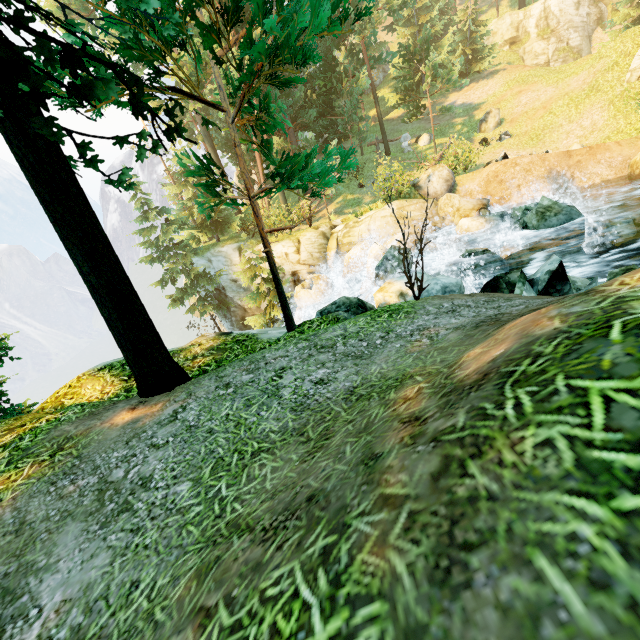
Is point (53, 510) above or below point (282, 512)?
below

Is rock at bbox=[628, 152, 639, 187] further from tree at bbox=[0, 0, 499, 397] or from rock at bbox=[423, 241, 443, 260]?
tree at bbox=[0, 0, 499, 397]

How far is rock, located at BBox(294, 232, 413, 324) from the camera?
8.52m

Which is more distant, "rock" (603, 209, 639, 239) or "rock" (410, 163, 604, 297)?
"rock" (603, 209, 639, 239)

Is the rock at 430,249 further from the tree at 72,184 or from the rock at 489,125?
the rock at 489,125

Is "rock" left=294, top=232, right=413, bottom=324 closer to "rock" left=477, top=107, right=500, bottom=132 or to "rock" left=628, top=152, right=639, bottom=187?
"rock" left=628, top=152, right=639, bottom=187

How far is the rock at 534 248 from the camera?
6.1m

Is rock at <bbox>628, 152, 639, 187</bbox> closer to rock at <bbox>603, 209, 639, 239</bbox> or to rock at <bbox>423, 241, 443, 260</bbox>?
rock at <bbox>603, 209, 639, 239</bbox>
